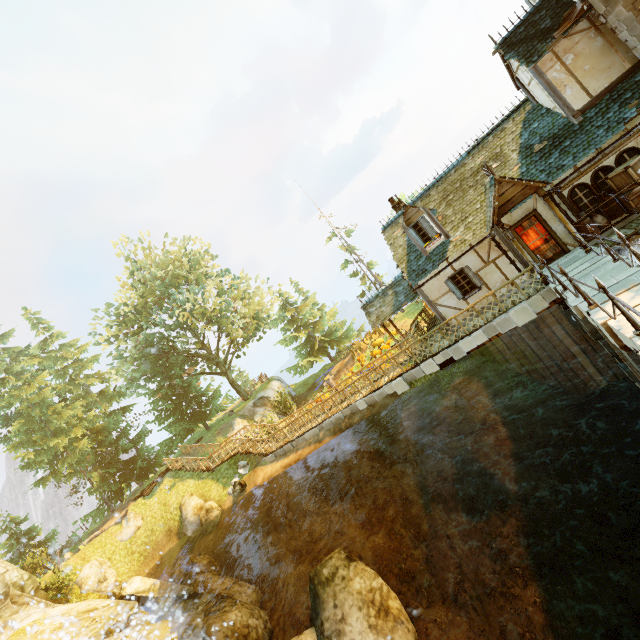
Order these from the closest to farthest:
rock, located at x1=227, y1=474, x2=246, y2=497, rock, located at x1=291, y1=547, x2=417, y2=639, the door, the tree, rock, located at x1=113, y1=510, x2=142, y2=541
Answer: rock, located at x1=291, y1=547, x2=417, y2=639, the door, rock, located at x1=227, y1=474, x2=246, y2=497, rock, located at x1=113, y1=510, x2=142, y2=541, the tree

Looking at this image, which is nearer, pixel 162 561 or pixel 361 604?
pixel 361 604

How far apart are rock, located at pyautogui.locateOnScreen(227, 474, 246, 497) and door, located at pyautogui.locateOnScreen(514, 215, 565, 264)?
19.7m

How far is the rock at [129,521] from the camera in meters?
21.2

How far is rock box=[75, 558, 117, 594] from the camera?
18.0 meters

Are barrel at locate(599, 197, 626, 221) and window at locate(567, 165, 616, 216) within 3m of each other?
yes

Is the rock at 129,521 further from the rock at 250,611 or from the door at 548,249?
the door at 548,249

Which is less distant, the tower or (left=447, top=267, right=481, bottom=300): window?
the tower
